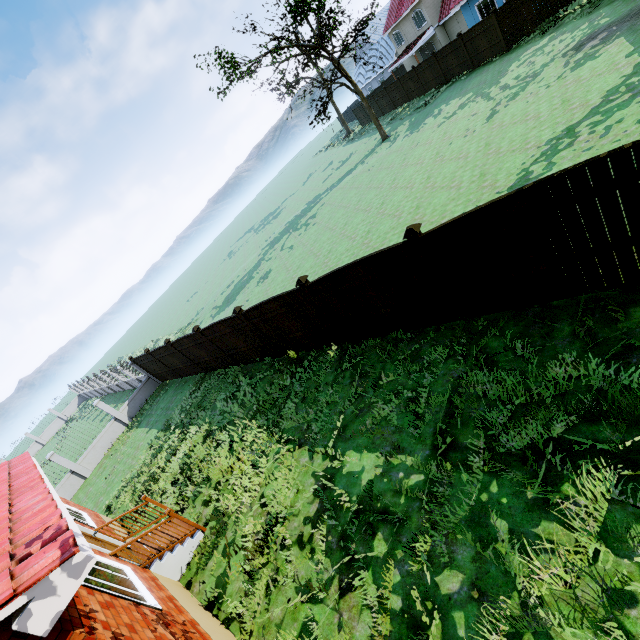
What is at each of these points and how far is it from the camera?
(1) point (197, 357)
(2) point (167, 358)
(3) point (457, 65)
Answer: (1) fence, 15.2m
(2) fence, 17.0m
(3) fence, 24.4m

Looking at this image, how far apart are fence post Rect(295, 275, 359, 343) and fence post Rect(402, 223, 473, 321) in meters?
2.9 m

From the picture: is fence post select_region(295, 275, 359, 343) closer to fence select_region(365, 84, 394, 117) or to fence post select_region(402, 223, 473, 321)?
fence select_region(365, 84, 394, 117)

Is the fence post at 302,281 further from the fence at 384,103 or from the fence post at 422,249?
the fence post at 422,249

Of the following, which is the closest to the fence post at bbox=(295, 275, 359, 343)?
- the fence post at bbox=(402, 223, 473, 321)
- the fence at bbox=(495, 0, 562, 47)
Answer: the fence at bbox=(495, 0, 562, 47)

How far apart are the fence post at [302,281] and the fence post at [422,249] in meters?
2.9

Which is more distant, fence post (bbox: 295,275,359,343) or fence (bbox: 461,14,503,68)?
fence (bbox: 461,14,503,68)

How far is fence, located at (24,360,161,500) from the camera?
17.0m
